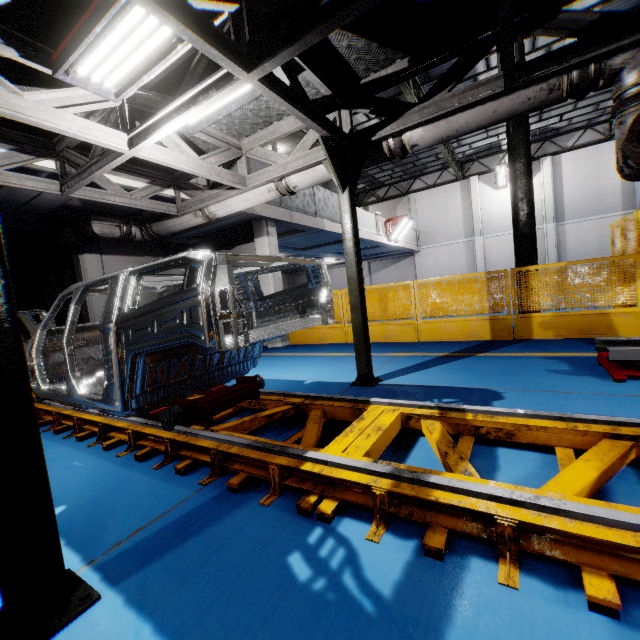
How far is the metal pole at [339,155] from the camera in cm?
446

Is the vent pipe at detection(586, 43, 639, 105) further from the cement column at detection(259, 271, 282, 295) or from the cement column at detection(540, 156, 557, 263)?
the cement column at detection(540, 156, 557, 263)

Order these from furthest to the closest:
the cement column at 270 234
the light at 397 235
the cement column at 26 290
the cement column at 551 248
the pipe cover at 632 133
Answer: the cement column at 551 248, the light at 397 235, the cement column at 26 290, the cement column at 270 234, the pipe cover at 632 133

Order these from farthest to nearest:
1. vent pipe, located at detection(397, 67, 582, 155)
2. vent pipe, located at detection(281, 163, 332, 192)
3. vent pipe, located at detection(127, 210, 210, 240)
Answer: vent pipe, located at detection(127, 210, 210, 240) < vent pipe, located at detection(281, 163, 332, 192) < vent pipe, located at detection(397, 67, 582, 155)

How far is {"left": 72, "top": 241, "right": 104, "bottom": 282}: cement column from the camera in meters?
8.6

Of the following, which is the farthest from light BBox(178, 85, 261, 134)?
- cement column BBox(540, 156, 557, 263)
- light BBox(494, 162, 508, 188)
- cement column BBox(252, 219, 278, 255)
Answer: cement column BBox(540, 156, 557, 263)

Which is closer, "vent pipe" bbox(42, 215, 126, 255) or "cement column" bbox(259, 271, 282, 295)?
"vent pipe" bbox(42, 215, 126, 255)

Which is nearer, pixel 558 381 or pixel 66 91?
pixel 66 91
